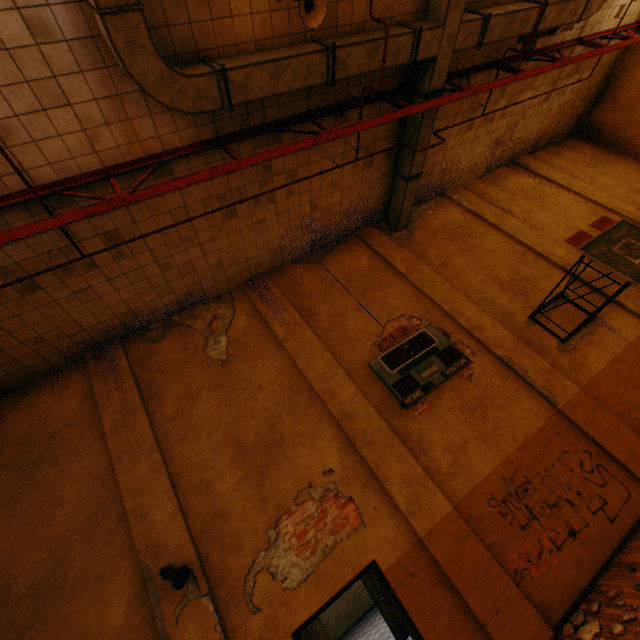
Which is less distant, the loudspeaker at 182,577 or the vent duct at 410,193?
the loudspeaker at 182,577

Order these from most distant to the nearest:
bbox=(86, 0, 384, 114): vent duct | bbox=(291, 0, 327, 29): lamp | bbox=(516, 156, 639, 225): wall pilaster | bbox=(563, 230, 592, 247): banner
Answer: bbox=(516, 156, 639, 225): wall pilaster
bbox=(563, 230, 592, 247): banner
bbox=(291, 0, 327, 29): lamp
bbox=(86, 0, 384, 114): vent duct

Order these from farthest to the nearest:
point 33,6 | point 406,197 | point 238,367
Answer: point 406,197 → point 238,367 → point 33,6

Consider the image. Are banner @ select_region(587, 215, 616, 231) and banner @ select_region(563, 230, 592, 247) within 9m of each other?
yes

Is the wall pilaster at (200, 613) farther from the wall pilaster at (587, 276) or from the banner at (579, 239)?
the banner at (579, 239)

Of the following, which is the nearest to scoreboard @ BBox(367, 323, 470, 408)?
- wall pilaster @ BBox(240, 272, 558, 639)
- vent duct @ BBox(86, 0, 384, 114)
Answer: wall pilaster @ BBox(240, 272, 558, 639)

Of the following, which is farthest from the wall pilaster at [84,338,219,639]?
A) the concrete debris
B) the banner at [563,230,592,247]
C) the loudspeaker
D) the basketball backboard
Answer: the banner at [563,230,592,247]

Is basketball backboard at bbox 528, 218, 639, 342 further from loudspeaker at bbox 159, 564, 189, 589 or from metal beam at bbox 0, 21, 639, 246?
loudspeaker at bbox 159, 564, 189, 589
